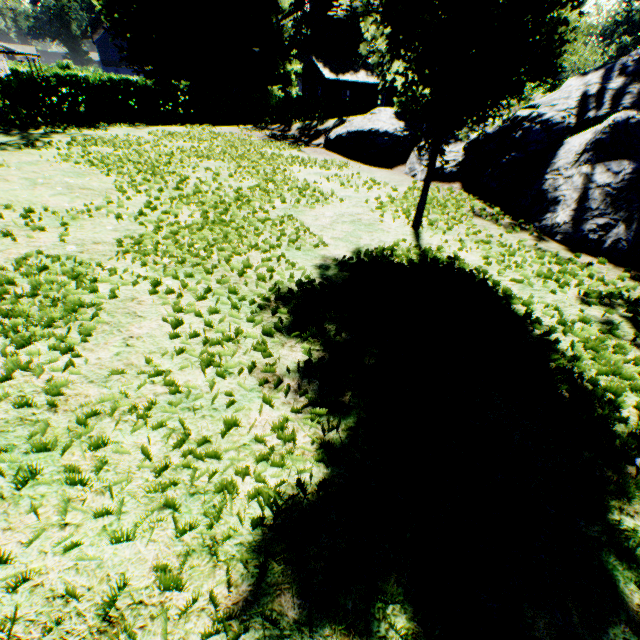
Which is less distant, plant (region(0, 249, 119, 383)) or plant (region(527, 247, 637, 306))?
plant (region(0, 249, 119, 383))

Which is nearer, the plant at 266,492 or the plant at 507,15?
the plant at 266,492

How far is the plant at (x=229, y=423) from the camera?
1.95m

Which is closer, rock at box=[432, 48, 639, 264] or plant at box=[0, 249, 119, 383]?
plant at box=[0, 249, 119, 383]

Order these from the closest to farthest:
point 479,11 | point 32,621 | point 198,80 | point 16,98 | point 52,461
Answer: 1. point 32,621
2. point 52,461
3. point 479,11
4. point 16,98
5. point 198,80

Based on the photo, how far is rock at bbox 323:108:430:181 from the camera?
8.9 meters

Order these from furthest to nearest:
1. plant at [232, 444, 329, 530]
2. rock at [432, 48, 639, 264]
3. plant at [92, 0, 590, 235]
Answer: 1. rock at [432, 48, 639, 264]
2. plant at [92, 0, 590, 235]
3. plant at [232, 444, 329, 530]

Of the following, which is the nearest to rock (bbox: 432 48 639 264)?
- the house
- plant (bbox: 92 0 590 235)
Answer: plant (bbox: 92 0 590 235)
